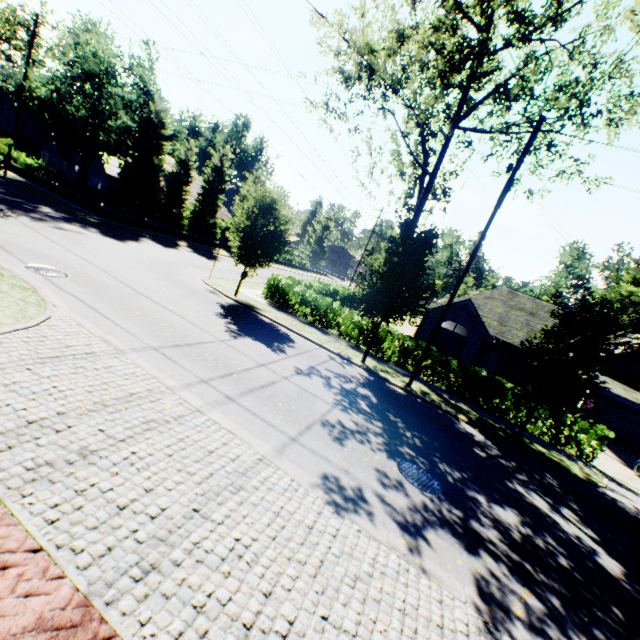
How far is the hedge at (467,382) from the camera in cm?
1548

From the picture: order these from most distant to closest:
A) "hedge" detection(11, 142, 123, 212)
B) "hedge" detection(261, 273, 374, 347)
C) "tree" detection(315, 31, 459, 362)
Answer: "hedge" detection(11, 142, 123, 212) → "hedge" detection(261, 273, 374, 347) → "tree" detection(315, 31, 459, 362)

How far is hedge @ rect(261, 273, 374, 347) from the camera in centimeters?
1825cm

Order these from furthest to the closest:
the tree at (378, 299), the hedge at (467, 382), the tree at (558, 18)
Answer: the hedge at (467, 382) < the tree at (378, 299) < the tree at (558, 18)

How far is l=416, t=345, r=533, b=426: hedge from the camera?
15.48m

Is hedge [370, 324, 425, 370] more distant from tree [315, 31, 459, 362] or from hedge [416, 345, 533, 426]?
tree [315, 31, 459, 362]

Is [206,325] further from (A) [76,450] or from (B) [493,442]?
(B) [493,442]

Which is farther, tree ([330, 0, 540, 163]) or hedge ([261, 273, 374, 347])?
hedge ([261, 273, 374, 347])
